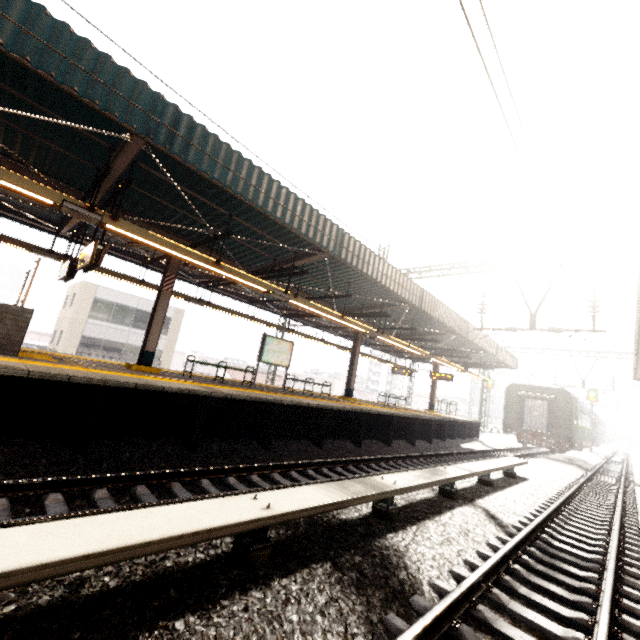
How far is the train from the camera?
21.6 meters

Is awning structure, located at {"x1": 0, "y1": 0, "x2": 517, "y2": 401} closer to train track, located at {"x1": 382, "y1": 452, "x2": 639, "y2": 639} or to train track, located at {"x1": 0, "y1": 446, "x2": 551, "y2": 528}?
train track, located at {"x1": 0, "y1": 446, "x2": 551, "y2": 528}

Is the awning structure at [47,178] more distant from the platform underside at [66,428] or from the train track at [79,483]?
the train track at [79,483]

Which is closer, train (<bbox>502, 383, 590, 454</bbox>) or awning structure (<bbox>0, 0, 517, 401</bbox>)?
awning structure (<bbox>0, 0, 517, 401</bbox>)

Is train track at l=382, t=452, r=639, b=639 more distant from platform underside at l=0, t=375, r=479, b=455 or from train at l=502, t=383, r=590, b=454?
train at l=502, t=383, r=590, b=454

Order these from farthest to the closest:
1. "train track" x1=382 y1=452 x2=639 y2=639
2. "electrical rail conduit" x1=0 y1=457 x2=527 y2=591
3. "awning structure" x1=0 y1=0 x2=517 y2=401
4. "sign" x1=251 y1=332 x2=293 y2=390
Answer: "sign" x1=251 y1=332 x2=293 y2=390
"awning structure" x1=0 y1=0 x2=517 y2=401
"train track" x1=382 y1=452 x2=639 y2=639
"electrical rail conduit" x1=0 y1=457 x2=527 y2=591

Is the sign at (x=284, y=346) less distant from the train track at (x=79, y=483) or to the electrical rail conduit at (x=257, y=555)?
the train track at (x=79, y=483)

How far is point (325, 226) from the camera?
8.3 meters
